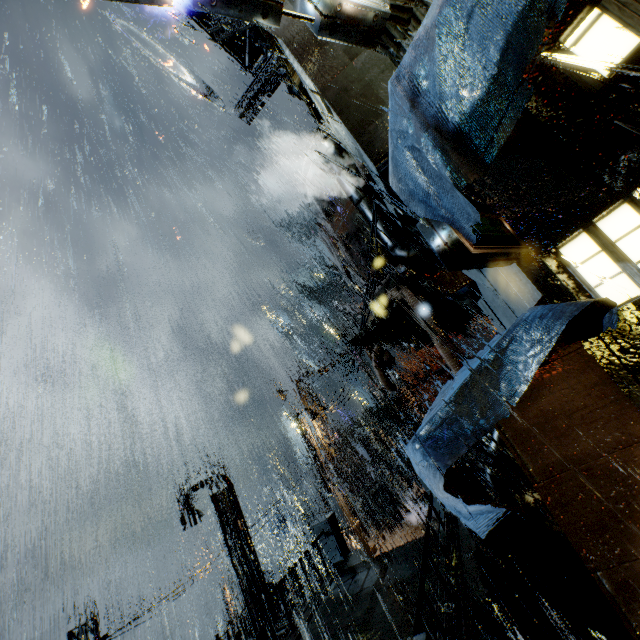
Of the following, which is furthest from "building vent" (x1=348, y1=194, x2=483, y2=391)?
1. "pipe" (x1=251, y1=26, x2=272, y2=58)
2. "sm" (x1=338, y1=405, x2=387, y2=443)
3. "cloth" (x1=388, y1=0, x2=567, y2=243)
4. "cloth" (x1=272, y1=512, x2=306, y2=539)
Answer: "cloth" (x1=272, y1=512, x2=306, y2=539)

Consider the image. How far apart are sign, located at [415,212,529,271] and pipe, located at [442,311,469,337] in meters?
10.2 m

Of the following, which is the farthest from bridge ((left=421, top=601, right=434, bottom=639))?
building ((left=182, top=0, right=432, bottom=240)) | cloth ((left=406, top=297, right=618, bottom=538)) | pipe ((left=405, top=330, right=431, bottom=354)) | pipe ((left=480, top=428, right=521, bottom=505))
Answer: pipe ((left=405, top=330, right=431, bottom=354))

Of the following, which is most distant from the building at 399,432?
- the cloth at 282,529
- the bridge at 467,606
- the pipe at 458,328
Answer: the cloth at 282,529

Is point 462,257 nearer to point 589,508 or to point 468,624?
point 589,508

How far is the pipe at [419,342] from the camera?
15.2m

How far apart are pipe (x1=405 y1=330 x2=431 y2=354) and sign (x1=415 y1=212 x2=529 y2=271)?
10.8m

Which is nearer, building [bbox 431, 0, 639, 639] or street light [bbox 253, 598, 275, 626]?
building [bbox 431, 0, 639, 639]
